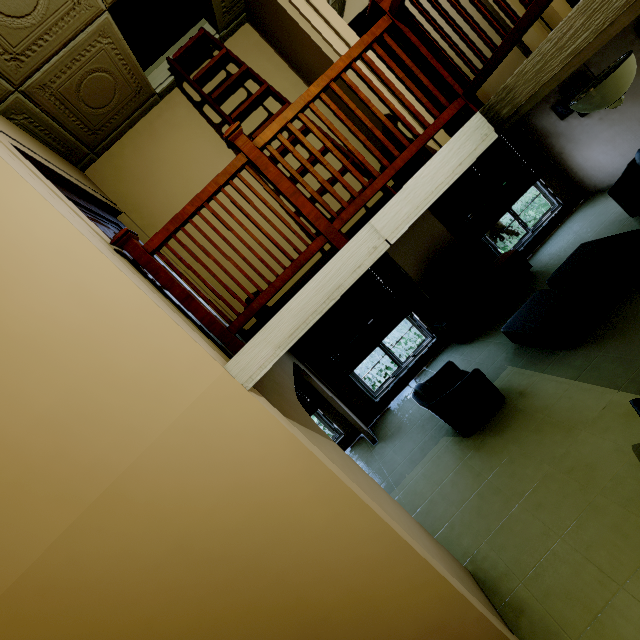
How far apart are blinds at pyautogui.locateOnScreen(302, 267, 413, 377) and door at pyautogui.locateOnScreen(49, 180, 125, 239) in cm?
299

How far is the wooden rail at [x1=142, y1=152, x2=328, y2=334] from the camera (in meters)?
2.11

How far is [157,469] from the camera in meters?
1.8 m

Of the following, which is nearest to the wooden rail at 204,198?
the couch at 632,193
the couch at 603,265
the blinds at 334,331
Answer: the couch at 603,265

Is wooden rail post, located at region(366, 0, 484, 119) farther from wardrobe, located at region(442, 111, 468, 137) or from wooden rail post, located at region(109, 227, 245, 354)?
wardrobe, located at region(442, 111, 468, 137)

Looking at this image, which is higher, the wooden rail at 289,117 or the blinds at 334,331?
the wooden rail at 289,117

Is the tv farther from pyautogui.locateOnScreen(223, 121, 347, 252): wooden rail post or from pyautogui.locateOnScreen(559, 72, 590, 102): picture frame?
pyautogui.locateOnScreen(223, 121, 347, 252): wooden rail post

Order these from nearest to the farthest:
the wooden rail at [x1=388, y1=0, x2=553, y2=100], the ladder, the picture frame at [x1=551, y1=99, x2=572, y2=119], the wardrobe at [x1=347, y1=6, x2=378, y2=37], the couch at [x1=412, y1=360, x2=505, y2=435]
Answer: the wooden rail at [x1=388, y1=0, x2=553, y2=100]
the ladder
the couch at [x1=412, y1=360, x2=505, y2=435]
the wardrobe at [x1=347, y1=6, x2=378, y2=37]
the picture frame at [x1=551, y1=99, x2=572, y2=119]
